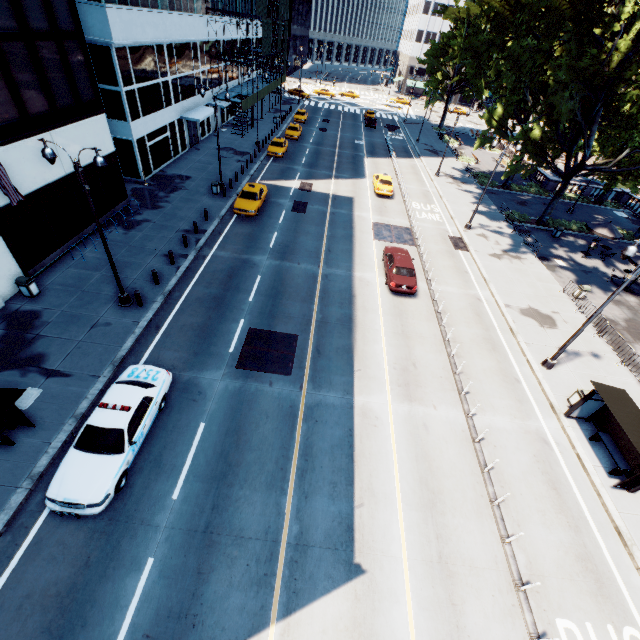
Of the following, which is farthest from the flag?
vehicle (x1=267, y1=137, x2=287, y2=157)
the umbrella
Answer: Answer: the umbrella

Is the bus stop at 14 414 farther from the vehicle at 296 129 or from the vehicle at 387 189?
the vehicle at 296 129

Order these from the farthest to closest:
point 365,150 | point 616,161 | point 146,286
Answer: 1. point 365,150
2. point 616,161
3. point 146,286

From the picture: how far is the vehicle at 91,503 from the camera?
9.53m

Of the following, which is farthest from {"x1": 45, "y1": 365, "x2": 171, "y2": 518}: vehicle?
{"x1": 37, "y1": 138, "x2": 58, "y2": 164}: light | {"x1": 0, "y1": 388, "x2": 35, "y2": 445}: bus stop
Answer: {"x1": 37, "y1": 138, "x2": 58, "y2": 164}: light

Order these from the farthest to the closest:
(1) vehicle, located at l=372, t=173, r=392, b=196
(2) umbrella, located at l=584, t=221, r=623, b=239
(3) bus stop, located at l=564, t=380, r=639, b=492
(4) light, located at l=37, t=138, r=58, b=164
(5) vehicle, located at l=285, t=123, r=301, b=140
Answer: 1. (5) vehicle, located at l=285, t=123, r=301, b=140
2. (1) vehicle, located at l=372, t=173, r=392, b=196
3. (2) umbrella, located at l=584, t=221, r=623, b=239
4. (3) bus stop, located at l=564, t=380, r=639, b=492
5. (4) light, located at l=37, t=138, r=58, b=164

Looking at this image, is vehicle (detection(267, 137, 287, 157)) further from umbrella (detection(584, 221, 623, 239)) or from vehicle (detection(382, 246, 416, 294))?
umbrella (detection(584, 221, 623, 239))

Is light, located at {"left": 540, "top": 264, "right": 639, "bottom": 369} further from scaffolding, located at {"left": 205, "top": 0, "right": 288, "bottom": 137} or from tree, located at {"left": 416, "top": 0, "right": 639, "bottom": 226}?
scaffolding, located at {"left": 205, "top": 0, "right": 288, "bottom": 137}
